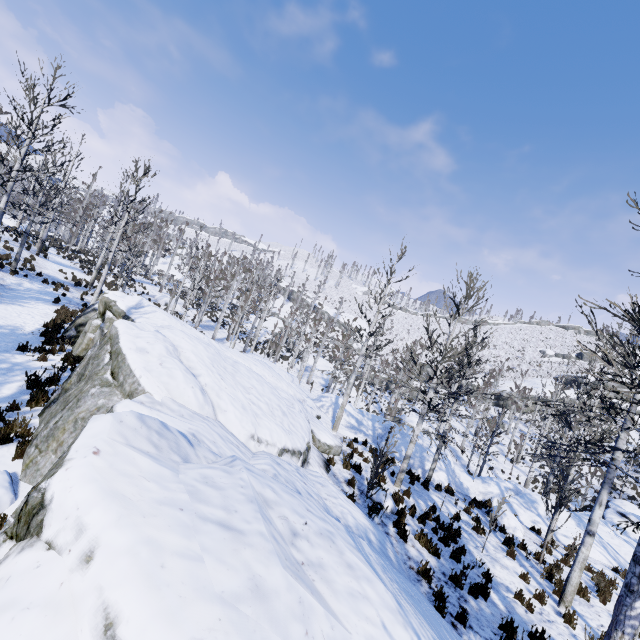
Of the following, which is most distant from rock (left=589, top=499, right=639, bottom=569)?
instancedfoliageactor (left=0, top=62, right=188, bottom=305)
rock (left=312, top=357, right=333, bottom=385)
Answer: rock (left=312, top=357, right=333, bottom=385)

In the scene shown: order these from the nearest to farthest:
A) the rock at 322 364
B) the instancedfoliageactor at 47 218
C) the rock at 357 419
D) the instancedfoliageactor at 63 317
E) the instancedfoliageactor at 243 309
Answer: the instancedfoliageactor at 63 317, the instancedfoliageactor at 47 218, the rock at 357 419, the instancedfoliageactor at 243 309, the rock at 322 364

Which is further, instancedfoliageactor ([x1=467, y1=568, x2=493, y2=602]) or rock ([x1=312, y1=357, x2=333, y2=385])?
rock ([x1=312, y1=357, x2=333, y2=385])

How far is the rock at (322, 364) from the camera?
40.3m

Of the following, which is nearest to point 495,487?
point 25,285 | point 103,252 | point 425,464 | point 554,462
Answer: point 554,462

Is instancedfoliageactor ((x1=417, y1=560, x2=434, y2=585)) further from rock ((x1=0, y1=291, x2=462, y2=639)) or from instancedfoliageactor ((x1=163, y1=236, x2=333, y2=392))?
instancedfoliageactor ((x1=163, y1=236, x2=333, y2=392))

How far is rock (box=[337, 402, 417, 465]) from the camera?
16.66m

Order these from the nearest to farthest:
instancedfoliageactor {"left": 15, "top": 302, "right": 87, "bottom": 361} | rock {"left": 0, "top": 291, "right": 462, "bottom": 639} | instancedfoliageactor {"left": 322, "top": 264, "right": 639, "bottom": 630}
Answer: rock {"left": 0, "top": 291, "right": 462, "bottom": 639}, instancedfoliageactor {"left": 322, "top": 264, "right": 639, "bottom": 630}, instancedfoliageactor {"left": 15, "top": 302, "right": 87, "bottom": 361}
